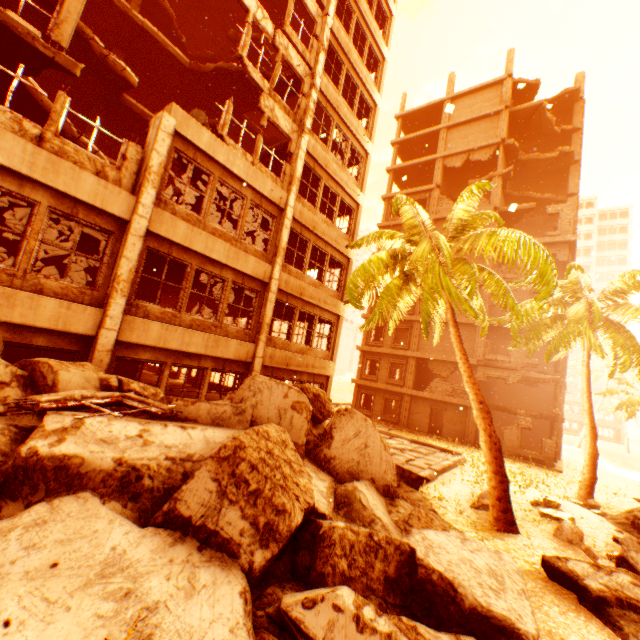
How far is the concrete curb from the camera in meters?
11.5 m

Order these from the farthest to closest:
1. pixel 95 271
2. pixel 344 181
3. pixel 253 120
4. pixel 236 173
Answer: pixel 253 120, pixel 344 181, pixel 95 271, pixel 236 173

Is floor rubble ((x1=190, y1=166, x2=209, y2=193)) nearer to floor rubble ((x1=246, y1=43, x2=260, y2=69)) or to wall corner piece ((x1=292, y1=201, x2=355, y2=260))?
wall corner piece ((x1=292, y1=201, x2=355, y2=260))

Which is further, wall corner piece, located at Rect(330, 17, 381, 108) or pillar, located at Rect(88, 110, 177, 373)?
wall corner piece, located at Rect(330, 17, 381, 108)

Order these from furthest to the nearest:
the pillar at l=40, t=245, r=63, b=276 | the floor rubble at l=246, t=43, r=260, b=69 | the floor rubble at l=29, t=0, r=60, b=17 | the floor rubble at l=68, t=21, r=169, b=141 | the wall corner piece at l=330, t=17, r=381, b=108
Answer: the floor rubble at l=246, t=43, r=260, b=69 → the wall corner piece at l=330, t=17, r=381, b=108 → the pillar at l=40, t=245, r=63, b=276 → the floor rubble at l=68, t=21, r=169, b=141 → the floor rubble at l=29, t=0, r=60, b=17

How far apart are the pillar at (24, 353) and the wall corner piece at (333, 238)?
10.6m

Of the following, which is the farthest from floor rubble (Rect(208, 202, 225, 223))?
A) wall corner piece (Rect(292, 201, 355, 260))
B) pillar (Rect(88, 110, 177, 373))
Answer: wall corner piece (Rect(292, 201, 355, 260))

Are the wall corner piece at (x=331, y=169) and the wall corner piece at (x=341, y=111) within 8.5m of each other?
yes
